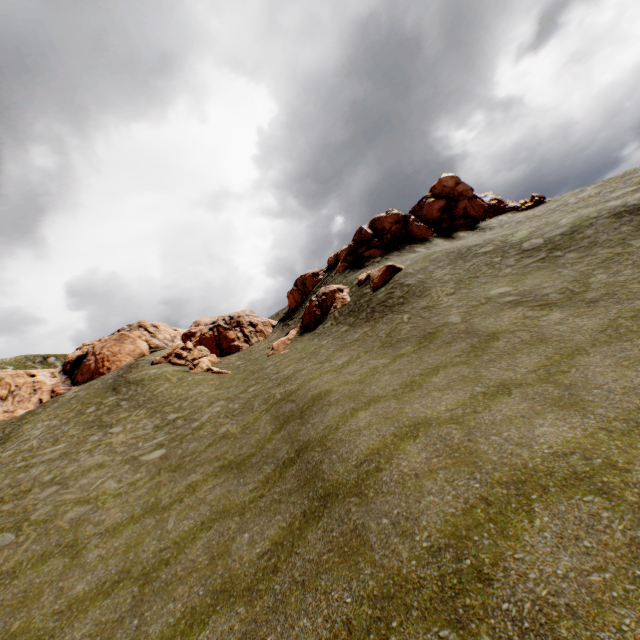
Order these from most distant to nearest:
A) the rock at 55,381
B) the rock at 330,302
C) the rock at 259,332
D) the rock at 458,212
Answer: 1. the rock at 55,381
2. the rock at 458,212
3. the rock at 259,332
4. the rock at 330,302

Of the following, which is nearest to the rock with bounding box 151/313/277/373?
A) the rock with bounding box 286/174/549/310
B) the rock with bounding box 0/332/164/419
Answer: the rock with bounding box 286/174/549/310

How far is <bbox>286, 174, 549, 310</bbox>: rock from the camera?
35.7m

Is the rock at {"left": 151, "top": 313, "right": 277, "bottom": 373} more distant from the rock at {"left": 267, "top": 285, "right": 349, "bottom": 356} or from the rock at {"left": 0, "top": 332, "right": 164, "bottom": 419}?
the rock at {"left": 0, "top": 332, "right": 164, "bottom": 419}

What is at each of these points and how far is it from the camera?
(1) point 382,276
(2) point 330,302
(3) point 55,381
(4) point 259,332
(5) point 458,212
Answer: (1) rock, 26.6m
(2) rock, 31.2m
(3) rock, 40.0m
(4) rock, 42.7m
(5) rock, 39.8m

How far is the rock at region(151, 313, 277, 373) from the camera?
33.62m

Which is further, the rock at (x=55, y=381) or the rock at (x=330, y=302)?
the rock at (x=55, y=381)
